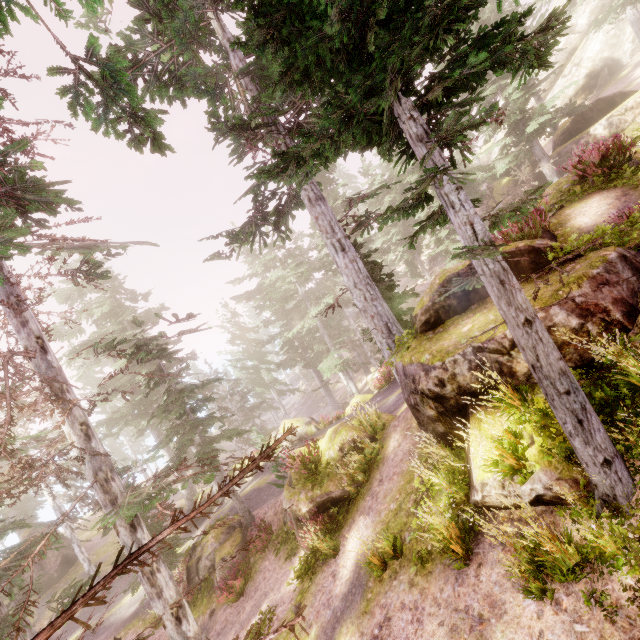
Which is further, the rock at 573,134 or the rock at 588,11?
the rock at 588,11

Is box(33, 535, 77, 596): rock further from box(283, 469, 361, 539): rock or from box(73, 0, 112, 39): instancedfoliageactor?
box(283, 469, 361, 539): rock

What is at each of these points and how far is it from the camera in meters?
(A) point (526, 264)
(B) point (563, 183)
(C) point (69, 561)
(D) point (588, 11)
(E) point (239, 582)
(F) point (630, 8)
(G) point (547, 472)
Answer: (A) rock, 7.2 m
(B) rock, 11.4 m
(C) rock, 27.9 m
(D) rock, 38.6 m
(E) instancedfoliageactor, 13.0 m
(F) instancedfoliageactor, 22.2 m
(G) rock, 4.5 m

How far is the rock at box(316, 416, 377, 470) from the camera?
11.5m

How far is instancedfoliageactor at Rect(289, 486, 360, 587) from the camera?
9.07m

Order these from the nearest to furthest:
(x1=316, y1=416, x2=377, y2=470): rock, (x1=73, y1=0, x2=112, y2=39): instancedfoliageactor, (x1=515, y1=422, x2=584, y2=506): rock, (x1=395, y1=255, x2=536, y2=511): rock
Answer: (x1=73, y1=0, x2=112, y2=39): instancedfoliageactor, (x1=515, y1=422, x2=584, y2=506): rock, (x1=395, y1=255, x2=536, y2=511): rock, (x1=316, y1=416, x2=377, y2=470): rock

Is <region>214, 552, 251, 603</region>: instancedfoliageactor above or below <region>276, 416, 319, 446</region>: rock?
below

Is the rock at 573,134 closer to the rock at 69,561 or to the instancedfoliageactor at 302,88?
the instancedfoliageactor at 302,88
